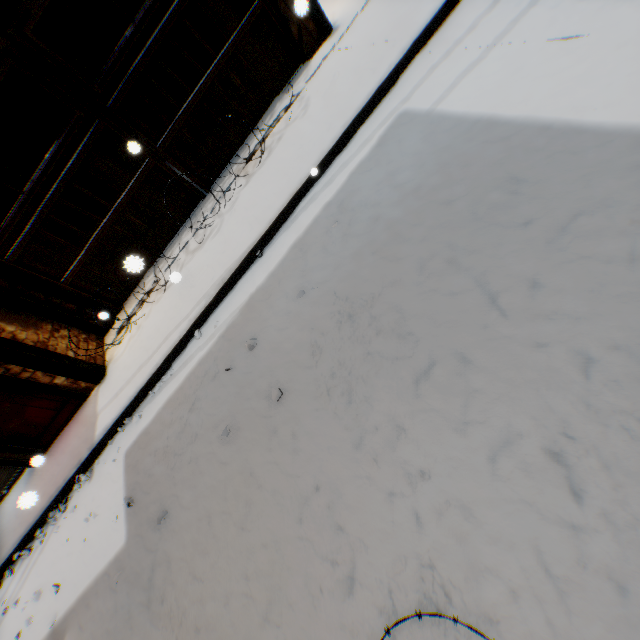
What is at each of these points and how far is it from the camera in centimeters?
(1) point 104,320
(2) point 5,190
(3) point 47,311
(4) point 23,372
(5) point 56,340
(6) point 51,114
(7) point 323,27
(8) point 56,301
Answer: (1) building, 625cm
(2) building, 762cm
(3) wooden beam, 571cm
(4) building, 497cm
(5) building, 548cm
(6) building, 850cm
(7) wooden beam, 537cm
(8) building, 577cm

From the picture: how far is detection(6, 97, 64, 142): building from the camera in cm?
812

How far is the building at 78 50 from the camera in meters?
7.8

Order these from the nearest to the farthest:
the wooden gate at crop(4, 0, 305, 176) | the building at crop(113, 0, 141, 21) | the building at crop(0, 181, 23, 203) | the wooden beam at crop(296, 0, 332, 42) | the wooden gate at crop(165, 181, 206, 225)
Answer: the wooden beam at crop(296, 0, 332, 42), the wooden gate at crop(4, 0, 305, 176), the wooden gate at crop(165, 181, 206, 225), the building at crop(0, 181, 23, 203), the building at crop(113, 0, 141, 21)
